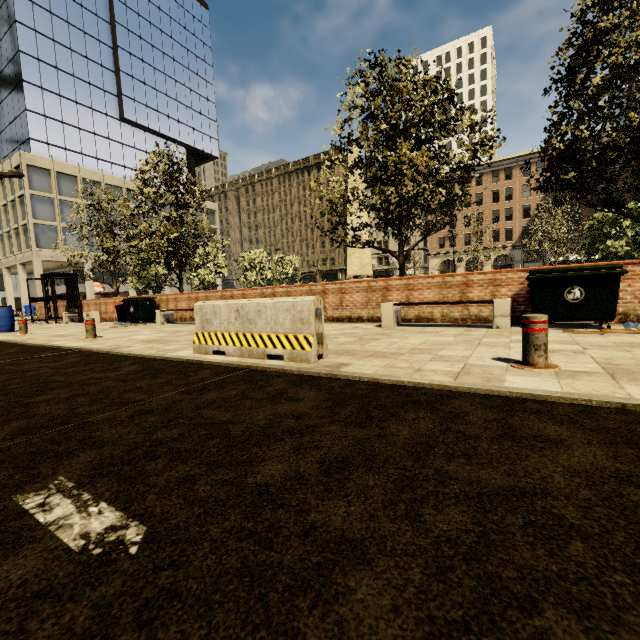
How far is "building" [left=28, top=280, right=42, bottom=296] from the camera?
34.0 meters

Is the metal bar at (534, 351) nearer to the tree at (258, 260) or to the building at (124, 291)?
the tree at (258, 260)

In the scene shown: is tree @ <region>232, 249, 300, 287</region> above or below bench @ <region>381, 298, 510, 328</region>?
above

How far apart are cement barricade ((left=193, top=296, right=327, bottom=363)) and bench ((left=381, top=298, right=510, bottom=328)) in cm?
357

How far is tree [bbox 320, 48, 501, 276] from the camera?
8.6 meters

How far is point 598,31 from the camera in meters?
6.5 m

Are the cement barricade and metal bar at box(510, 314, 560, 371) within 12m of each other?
yes

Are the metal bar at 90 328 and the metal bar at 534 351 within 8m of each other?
no
